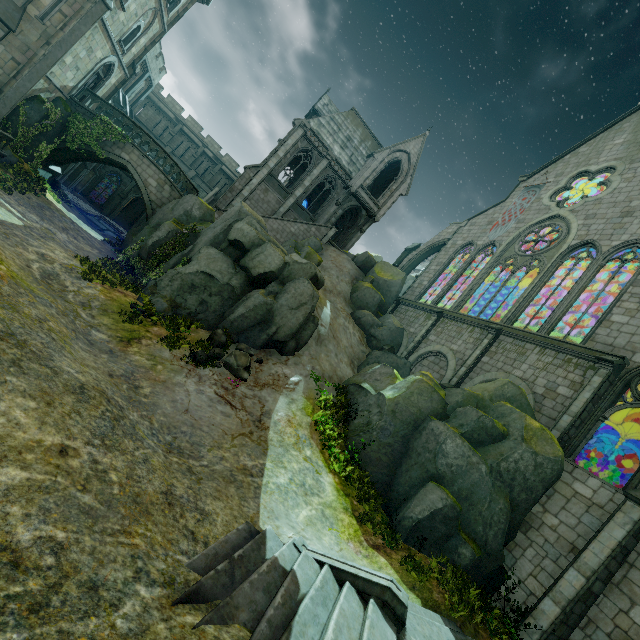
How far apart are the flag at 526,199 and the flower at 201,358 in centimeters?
2275cm

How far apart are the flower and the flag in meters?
22.8 m

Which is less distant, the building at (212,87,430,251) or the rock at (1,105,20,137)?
the rock at (1,105,20,137)

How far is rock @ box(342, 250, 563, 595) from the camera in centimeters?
1041cm

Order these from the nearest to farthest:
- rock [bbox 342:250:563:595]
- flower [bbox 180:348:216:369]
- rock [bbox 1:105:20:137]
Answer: rock [bbox 342:250:563:595] < flower [bbox 180:348:216:369] < rock [bbox 1:105:20:137]

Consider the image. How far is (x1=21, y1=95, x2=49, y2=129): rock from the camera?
18.0m

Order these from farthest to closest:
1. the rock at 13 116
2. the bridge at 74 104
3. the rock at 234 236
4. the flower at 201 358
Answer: the bridge at 74 104
the rock at 13 116
the rock at 234 236
the flower at 201 358

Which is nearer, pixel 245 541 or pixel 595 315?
pixel 245 541
